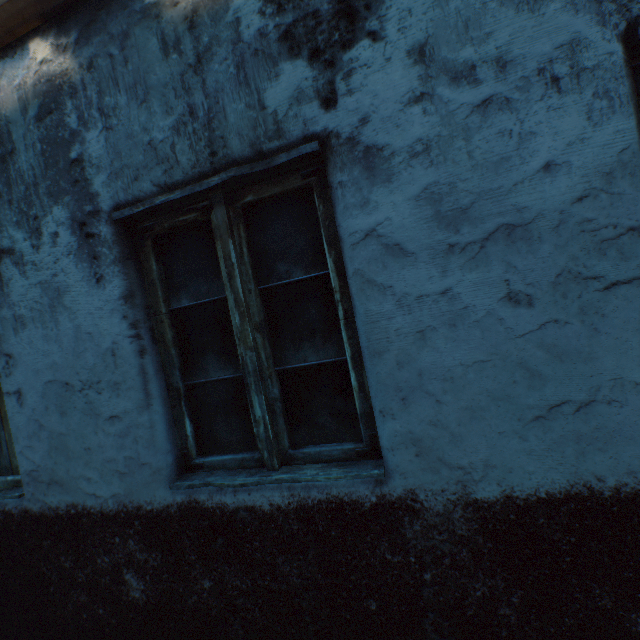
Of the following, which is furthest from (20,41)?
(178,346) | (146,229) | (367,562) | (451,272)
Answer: (367,562)
